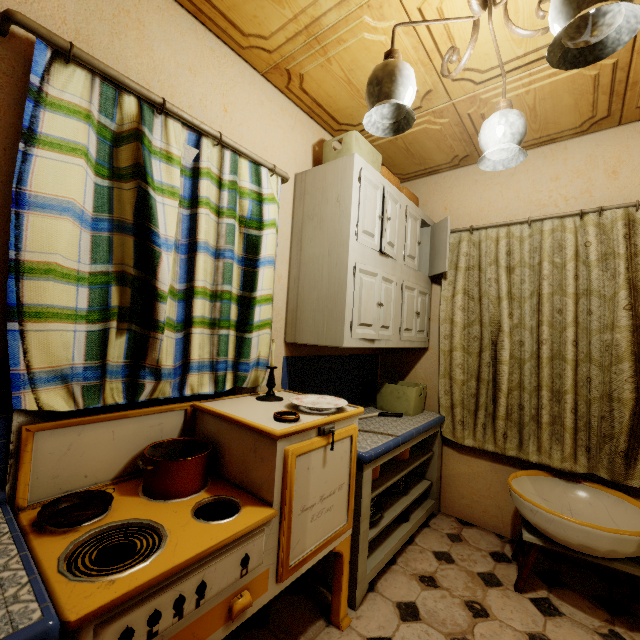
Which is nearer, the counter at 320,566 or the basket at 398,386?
the counter at 320,566

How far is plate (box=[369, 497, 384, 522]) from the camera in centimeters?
195cm

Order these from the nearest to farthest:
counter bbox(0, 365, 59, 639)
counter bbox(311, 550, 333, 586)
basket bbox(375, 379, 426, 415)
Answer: counter bbox(0, 365, 59, 639) → counter bbox(311, 550, 333, 586) → basket bbox(375, 379, 426, 415)

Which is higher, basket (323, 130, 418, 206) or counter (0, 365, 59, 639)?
basket (323, 130, 418, 206)

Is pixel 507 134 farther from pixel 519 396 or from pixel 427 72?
pixel 519 396

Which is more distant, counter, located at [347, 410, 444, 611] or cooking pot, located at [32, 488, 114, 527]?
counter, located at [347, 410, 444, 611]

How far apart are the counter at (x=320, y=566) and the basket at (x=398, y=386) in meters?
0.0

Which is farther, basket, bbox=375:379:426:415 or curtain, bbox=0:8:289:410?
basket, bbox=375:379:426:415
